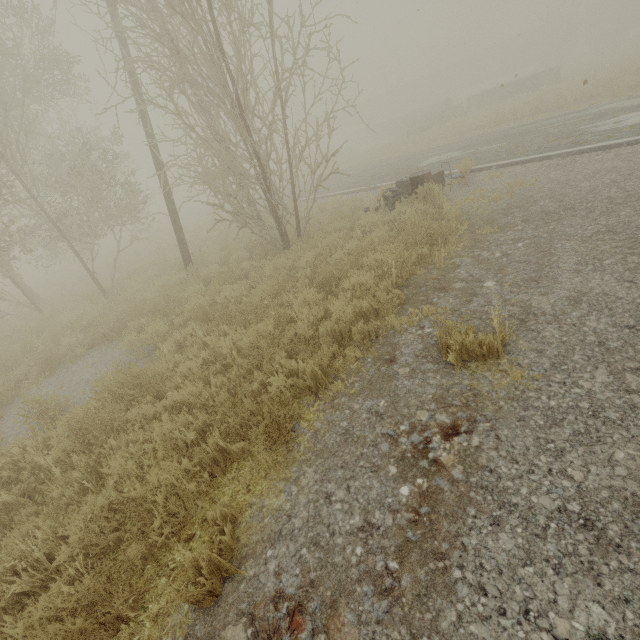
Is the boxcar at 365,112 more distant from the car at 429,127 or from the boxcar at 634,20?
the car at 429,127

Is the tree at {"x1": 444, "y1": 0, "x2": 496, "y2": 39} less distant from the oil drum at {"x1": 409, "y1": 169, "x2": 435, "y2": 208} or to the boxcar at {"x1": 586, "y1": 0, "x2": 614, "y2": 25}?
the boxcar at {"x1": 586, "y1": 0, "x2": 614, "y2": 25}

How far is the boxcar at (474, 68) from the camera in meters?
42.4

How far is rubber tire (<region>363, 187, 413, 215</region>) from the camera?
8.04m

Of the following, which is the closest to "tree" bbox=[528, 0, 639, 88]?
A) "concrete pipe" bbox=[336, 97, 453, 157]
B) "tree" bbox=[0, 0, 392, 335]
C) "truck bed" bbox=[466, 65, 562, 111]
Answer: "truck bed" bbox=[466, 65, 562, 111]

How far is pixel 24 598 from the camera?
2.9m

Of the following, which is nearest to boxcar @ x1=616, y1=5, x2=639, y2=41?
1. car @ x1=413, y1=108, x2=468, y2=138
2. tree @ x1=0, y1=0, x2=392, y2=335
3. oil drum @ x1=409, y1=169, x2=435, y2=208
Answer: car @ x1=413, y1=108, x2=468, y2=138

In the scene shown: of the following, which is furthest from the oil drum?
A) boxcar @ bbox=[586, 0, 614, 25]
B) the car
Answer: boxcar @ bbox=[586, 0, 614, 25]
